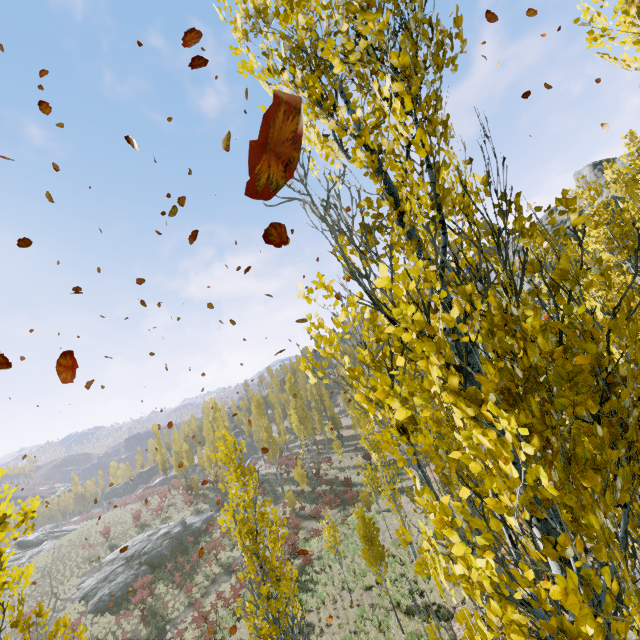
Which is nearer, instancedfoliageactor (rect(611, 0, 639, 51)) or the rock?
instancedfoliageactor (rect(611, 0, 639, 51))

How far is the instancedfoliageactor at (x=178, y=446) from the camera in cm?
3978

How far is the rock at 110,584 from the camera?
26.5 meters

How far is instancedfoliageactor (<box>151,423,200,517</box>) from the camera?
39.8 meters

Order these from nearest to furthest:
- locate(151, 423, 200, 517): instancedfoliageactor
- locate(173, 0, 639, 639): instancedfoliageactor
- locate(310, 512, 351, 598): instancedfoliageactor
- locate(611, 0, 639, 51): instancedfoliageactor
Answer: locate(173, 0, 639, 639): instancedfoliageactor → locate(611, 0, 639, 51): instancedfoliageactor → locate(310, 512, 351, 598): instancedfoliageactor → locate(151, 423, 200, 517): instancedfoliageactor

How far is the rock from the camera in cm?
2647

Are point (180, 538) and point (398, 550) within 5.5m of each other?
no
